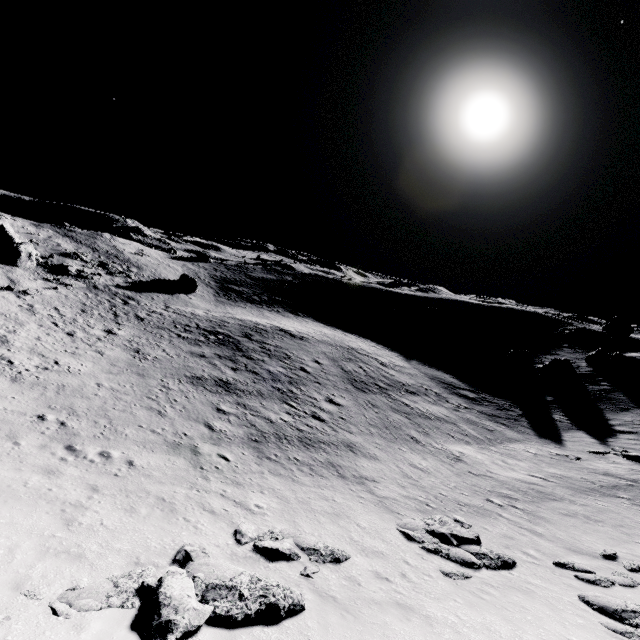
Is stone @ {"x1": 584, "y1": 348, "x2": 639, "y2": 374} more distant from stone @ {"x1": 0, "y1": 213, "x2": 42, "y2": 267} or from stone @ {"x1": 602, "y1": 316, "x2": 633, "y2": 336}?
stone @ {"x1": 0, "y1": 213, "x2": 42, "y2": 267}

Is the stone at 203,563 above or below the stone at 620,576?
above

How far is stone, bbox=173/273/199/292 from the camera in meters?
49.8 m

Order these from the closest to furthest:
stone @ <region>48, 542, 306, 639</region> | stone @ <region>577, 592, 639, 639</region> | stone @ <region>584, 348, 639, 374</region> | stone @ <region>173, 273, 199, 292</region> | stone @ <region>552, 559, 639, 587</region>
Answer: stone @ <region>48, 542, 306, 639</region> < stone @ <region>577, 592, 639, 639</region> < stone @ <region>552, 559, 639, 587</region> < stone @ <region>584, 348, 639, 374</region> < stone @ <region>173, 273, 199, 292</region>

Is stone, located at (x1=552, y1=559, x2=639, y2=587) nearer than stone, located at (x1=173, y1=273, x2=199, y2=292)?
Yes

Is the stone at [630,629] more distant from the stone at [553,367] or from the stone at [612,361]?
the stone at [612,361]

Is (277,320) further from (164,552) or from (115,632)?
(115,632)

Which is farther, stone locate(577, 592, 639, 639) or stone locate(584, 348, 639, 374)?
stone locate(584, 348, 639, 374)
